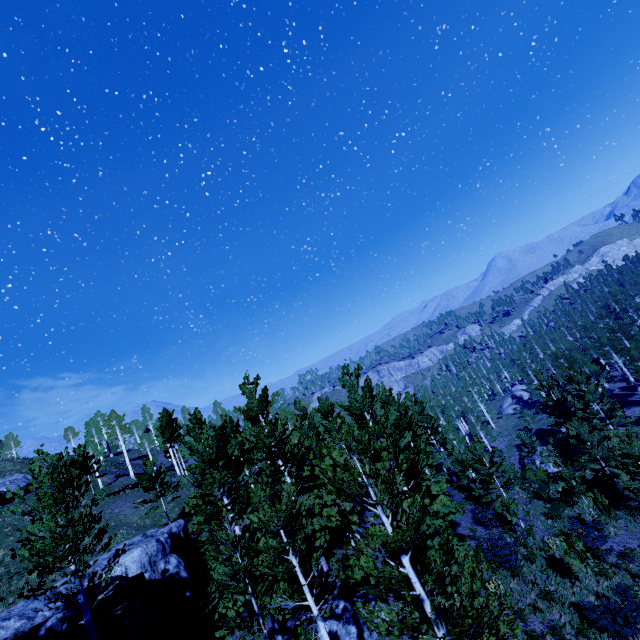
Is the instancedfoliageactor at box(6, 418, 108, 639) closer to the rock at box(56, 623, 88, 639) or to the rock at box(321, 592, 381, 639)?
the rock at box(56, 623, 88, 639)

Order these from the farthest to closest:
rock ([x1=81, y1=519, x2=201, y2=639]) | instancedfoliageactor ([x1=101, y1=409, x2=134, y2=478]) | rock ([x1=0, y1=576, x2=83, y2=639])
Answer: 1. instancedfoliageactor ([x1=101, y1=409, x2=134, y2=478])
2. rock ([x1=81, y1=519, x2=201, y2=639])
3. rock ([x1=0, y1=576, x2=83, y2=639])

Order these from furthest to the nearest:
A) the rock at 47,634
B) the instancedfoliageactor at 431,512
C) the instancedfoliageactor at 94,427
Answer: the rock at 47,634, the instancedfoliageactor at 94,427, the instancedfoliageactor at 431,512

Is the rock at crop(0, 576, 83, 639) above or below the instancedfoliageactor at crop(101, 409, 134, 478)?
below

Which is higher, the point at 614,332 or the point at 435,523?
the point at 435,523

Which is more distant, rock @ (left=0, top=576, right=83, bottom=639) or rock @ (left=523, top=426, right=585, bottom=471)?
rock @ (left=523, top=426, right=585, bottom=471)

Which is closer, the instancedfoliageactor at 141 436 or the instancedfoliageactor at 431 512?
the instancedfoliageactor at 431 512

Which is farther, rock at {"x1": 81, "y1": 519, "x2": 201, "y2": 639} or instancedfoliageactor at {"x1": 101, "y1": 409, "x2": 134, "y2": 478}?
instancedfoliageactor at {"x1": 101, "y1": 409, "x2": 134, "y2": 478}
